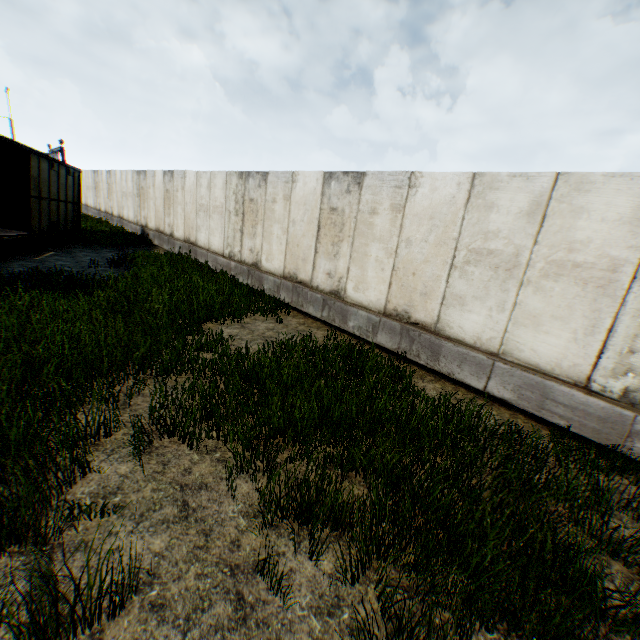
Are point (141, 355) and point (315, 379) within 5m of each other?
yes
